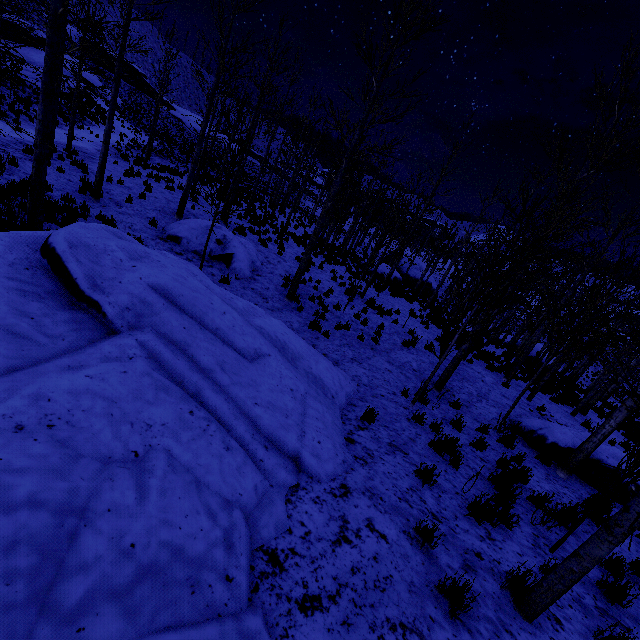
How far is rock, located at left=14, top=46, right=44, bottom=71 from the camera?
30.3m

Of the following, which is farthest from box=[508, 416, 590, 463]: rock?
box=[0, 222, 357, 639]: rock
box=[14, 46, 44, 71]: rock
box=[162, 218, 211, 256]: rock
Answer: box=[14, 46, 44, 71]: rock

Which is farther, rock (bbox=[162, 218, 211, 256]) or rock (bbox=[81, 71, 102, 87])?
rock (bbox=[81, 71, 102, 87])

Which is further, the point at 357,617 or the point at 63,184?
the point at 63,184

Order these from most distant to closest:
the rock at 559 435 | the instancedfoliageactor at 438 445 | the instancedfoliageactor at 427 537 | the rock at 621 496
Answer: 1. the rock at 559 435
2. the rock at 621 496
3. the instancedfoliageactor at 438 445
4. the instancedfoliageactor at 427 537

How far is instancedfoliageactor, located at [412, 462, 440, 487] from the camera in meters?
4.7

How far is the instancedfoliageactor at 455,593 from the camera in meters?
2.8

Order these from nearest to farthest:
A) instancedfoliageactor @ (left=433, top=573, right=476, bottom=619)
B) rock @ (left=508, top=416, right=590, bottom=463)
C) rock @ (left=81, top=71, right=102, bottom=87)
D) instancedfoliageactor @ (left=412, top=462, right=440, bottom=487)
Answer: instancedfoliageactor @ (left=433, top=573, right=476, bottom=619) → instancedfoliageactor @ (left=412, top=462, right=440, bottom=487) → rock @ (left=508, top=416, right=590, bottom=463) → rock @ (left=81, top=71, right=102, bottom=87)
